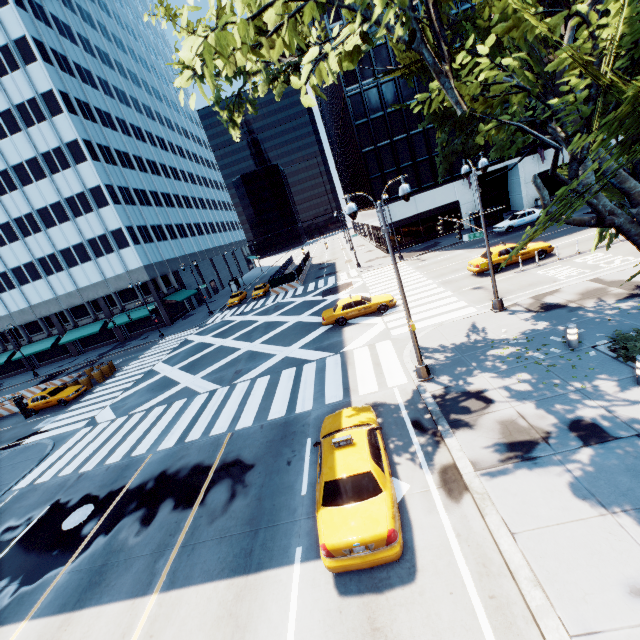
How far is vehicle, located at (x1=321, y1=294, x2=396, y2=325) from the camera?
21.6m

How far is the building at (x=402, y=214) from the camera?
36.8m

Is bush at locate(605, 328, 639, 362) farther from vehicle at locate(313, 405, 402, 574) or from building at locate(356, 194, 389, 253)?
building at locate(356, 194, 389, 253)

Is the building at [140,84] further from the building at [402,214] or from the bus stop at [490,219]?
the bus stop at [490,219]

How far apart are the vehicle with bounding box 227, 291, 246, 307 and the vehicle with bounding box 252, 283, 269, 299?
1.5 meters

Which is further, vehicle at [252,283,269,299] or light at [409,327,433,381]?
vehicle at [252,283,269,299]

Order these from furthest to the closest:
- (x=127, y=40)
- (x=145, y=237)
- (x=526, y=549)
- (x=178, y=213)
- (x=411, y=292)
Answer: (x=127, y=40)
(x=178, y=213)
(x=145, y=237)
(x=411, y=292)
(x=526, y=549)

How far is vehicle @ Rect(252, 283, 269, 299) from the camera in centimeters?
4344cm
